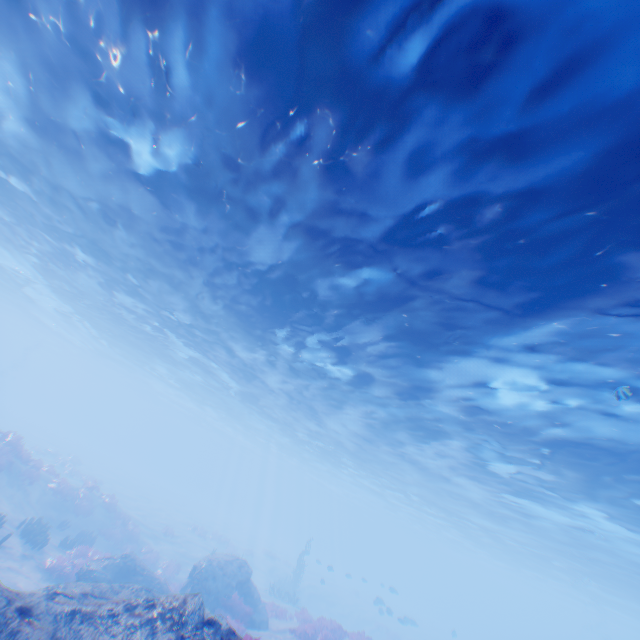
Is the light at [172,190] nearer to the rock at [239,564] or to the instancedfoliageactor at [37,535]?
→ the rock at [239,564]

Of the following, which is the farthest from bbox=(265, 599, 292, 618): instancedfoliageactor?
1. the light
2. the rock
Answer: the light

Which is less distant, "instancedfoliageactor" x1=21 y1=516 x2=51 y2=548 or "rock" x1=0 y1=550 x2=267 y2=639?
"rock" x1=0 y1=550 x2=267 y2=639

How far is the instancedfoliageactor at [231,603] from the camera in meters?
13.8

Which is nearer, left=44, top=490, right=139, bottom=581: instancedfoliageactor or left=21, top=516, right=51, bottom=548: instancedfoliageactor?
left=44, top=490, right=139, bottom=581: instancedfoliageactor

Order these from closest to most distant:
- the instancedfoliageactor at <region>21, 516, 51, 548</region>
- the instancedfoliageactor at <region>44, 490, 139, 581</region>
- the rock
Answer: the rock
the instancedfoliageactor at <region>44, 490, 139, 581</region>
the instancedfoliageactor at <region>21, 516, 51, 548</region>

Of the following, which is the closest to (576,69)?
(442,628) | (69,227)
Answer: (69,227)

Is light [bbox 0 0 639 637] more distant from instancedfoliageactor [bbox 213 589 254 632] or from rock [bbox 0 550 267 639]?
instancedfoliageactor [bbox 213 589 254 632]
